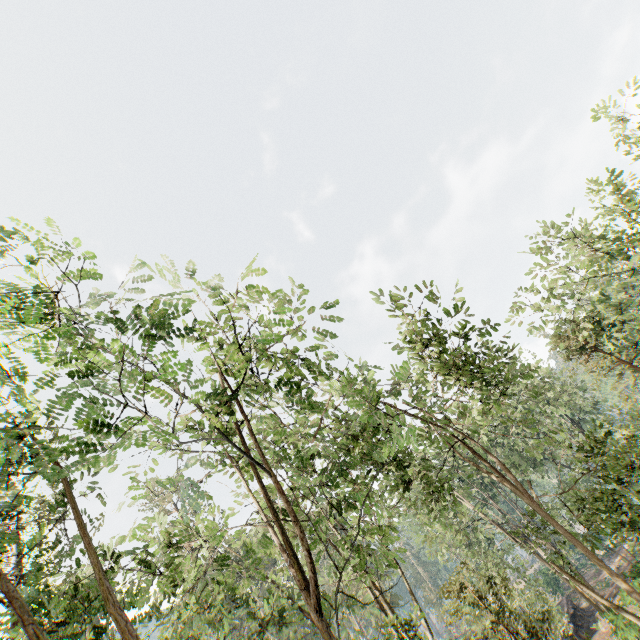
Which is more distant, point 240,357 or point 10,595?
point 240,357

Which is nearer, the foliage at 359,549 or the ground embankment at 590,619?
the foliage at 359,549

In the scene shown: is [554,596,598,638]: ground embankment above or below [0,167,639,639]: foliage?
below

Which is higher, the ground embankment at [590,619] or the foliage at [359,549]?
A: the foliage at [359,549]

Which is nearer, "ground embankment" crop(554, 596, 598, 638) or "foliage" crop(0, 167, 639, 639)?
"foliage" crop(0, 167, 639, 639)
